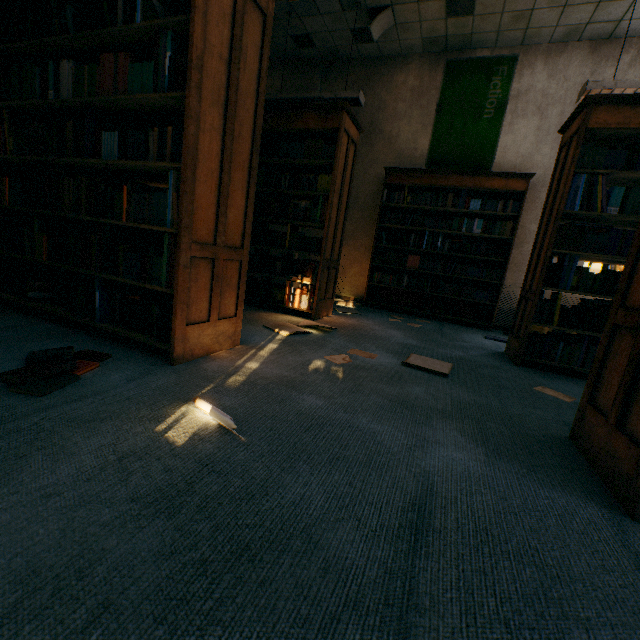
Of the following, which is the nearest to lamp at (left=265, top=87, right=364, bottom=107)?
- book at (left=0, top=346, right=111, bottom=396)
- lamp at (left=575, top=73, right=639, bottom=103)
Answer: lamp at (left=575, top=73, right=639, bottom=103)

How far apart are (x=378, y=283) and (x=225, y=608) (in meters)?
4.99

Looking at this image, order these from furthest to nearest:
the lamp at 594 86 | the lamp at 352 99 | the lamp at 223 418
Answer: the lamp at 352 99
the lamp at 594 86
the lamp at 223 418

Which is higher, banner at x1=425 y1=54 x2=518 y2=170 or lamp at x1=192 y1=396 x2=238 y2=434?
banner at x1=425 y1=54 x2=518 y2=170

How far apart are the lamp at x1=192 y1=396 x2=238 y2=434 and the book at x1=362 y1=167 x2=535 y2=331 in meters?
4.3

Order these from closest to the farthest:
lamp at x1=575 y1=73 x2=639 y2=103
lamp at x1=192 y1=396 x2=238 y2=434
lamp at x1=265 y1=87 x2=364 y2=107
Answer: lamp at x1=192 y1=396 x2=238 y2=434
lamp at x1=575 y1=73 x2=639 y2=103
lamp at x1=265 y1=87 x2=364 y2=107

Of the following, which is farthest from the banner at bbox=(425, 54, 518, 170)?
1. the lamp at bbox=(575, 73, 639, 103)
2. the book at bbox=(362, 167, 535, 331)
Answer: the lamp at bbox=(575, 73, 639, 103)

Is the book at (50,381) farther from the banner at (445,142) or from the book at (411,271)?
the banner at (445,142)
